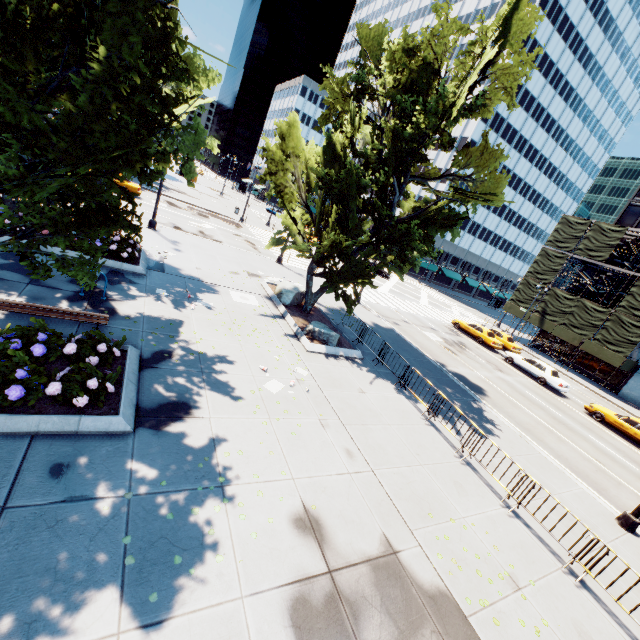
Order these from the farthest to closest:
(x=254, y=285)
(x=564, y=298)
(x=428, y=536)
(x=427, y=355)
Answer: (x=564, y=298), (x=427, y=355), (x=254, y=285), (x=428, y=536)

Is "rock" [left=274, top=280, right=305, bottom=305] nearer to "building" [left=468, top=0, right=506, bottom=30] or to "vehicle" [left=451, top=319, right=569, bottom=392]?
"vehicle" [left=451, top=319, right=569, bottom=392]

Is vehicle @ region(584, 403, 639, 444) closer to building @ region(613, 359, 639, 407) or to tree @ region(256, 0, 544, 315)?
building @ region(613, 359, 639, 407)

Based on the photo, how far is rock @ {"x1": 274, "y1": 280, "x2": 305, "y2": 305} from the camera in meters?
17.8 m

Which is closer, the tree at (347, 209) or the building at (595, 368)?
the tree at (347, 209)

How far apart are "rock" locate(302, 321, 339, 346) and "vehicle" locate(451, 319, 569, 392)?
19.2 meters

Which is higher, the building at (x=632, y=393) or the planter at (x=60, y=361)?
the building at (x=632, y=393)

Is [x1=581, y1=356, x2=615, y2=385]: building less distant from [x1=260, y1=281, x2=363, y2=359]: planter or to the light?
the light
